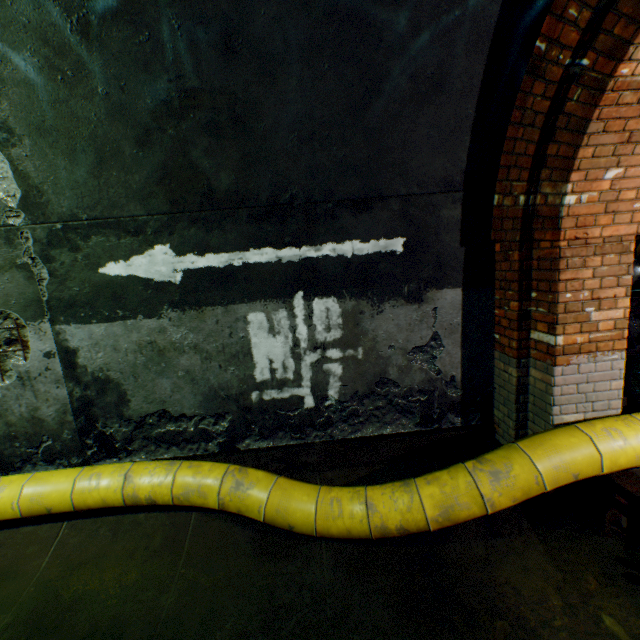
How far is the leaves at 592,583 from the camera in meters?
2.2

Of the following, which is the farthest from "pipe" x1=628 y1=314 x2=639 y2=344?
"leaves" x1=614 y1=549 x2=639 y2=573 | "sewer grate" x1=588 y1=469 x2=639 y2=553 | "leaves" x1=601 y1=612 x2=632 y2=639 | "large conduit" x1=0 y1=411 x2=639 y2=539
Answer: "leaves" x1=601 y1=612 x2=632 y2=639

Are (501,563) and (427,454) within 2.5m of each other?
yes

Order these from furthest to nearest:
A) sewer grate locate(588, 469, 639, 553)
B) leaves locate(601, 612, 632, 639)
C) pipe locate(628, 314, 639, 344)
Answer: pipe locate(628, 314, 639, 344) → sewer grate locate(588, 469, 639, 553) → leaves locate(601, 612, 632, 639)

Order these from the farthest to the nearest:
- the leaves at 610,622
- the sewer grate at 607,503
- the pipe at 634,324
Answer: the pipe at 634,324 < the sewer grate at 607,503 < the leaves at 610,622

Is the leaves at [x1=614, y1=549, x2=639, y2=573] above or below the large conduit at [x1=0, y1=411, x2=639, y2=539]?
below

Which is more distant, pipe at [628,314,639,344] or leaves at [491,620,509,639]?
pipe at [628,314,639,344]

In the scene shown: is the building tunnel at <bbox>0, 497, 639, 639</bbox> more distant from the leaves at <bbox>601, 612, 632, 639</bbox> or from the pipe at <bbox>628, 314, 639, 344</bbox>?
the pipe at <bbox>628, 314, 639, 344</bbox>
